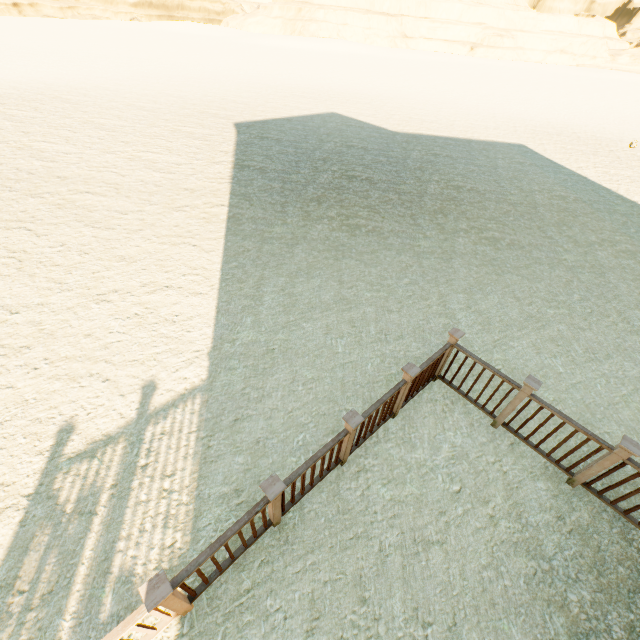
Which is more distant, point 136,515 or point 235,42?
point 235,42
